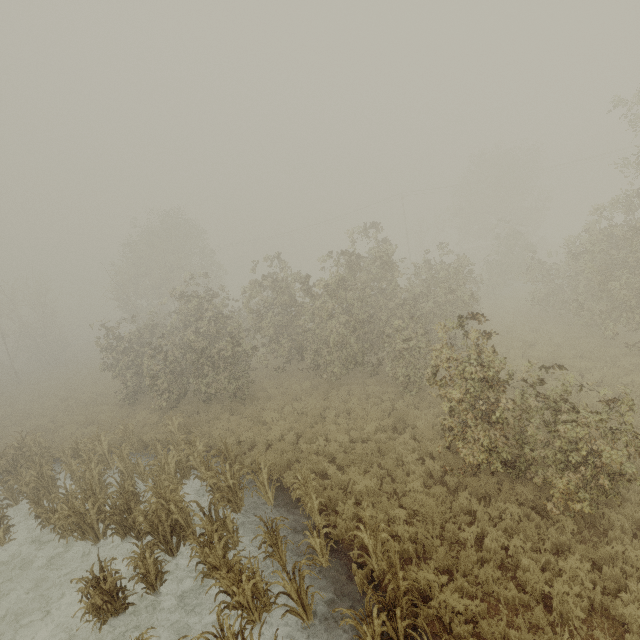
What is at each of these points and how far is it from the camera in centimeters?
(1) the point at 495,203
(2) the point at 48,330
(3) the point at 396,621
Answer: (1) tree, 3603cm
(2) tree, 3672cm
(3) tree, 519cm

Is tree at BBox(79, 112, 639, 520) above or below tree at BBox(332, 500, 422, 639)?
above

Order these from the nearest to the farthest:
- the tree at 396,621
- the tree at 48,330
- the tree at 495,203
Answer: the tree at 396,621
the tree at 495,203
the tree at 48,330

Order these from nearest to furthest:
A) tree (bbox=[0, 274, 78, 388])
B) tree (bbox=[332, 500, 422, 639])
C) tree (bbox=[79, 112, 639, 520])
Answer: tree (bbox=[332, 500, 422, 639]), tree (bbox=[79, 112, 639, 520]), tree (bbox=[0, 274, 78, 388])

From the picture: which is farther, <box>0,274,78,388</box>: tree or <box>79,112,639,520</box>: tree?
<box>0,274,78,388</box>: tree

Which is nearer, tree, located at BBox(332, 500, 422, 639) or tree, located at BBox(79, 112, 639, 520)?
tree, located at BBox(332, 500, 422, 639)

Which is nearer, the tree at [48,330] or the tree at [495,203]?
the tree at [495,203]
